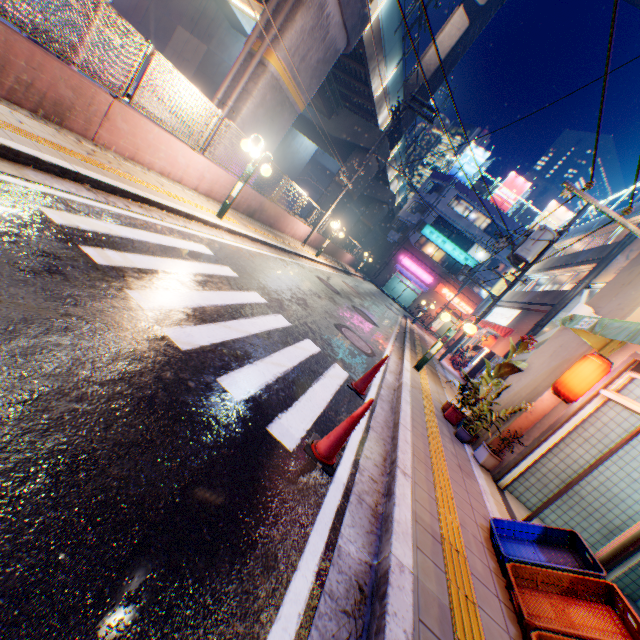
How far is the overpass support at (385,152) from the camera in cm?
2334

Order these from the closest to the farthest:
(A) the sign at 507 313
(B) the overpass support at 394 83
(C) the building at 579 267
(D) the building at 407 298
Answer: (C) the building at 579 267 < (B) the overpass support at 394 83 < (A) the sign at 507 313 < (D) the building at 407 298

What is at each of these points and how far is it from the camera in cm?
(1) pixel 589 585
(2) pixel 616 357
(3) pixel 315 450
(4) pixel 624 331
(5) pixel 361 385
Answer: (1) plastic crate, 314
(2) building, 561
(3) road cone, 335
(4) awning, 419
(5) road cone, 568

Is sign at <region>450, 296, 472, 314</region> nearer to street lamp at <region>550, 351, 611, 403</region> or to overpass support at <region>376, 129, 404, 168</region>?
overpass support at <region>376, 129, 404, 168</region>

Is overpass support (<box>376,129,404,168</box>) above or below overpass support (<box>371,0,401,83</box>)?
below

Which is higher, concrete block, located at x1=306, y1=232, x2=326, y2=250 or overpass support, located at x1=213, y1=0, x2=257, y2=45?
overpass support, located at x1=213, y1=0, x2=257, y2=45

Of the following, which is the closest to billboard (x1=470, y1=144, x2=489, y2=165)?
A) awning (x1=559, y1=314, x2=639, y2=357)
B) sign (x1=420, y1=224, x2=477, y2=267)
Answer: sign (x1=420, y1=224, x2=477, y2=267)

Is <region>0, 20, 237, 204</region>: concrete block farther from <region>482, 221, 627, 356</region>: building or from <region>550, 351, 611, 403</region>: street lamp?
<region>482, 221, 627, 356</region>: building
